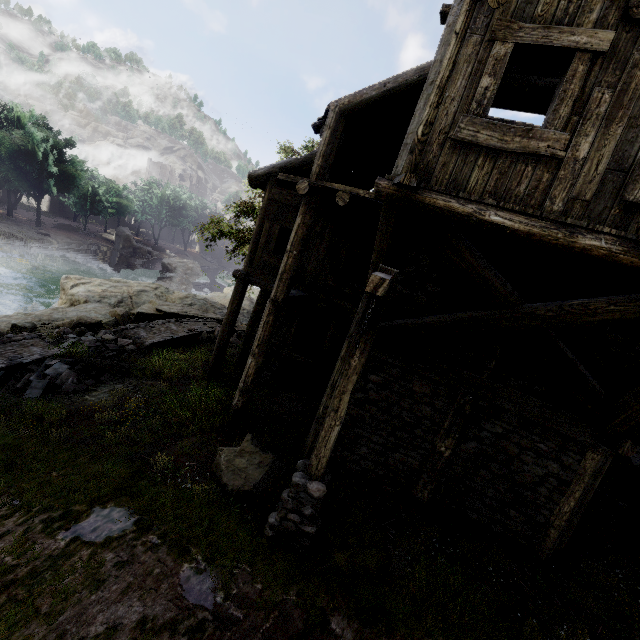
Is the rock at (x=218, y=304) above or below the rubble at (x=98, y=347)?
below

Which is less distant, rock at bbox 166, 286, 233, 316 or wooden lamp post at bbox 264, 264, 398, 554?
wooden lamp post at bbox 264, 264, 398, 554

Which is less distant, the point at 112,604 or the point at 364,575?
the point at 112,604

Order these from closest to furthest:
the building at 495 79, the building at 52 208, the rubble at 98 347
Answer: the building at 495 79, the rubble at 98 347, the building at 52 208

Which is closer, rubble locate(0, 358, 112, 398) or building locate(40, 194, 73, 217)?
rubble locate(0, 358, 112, 398)

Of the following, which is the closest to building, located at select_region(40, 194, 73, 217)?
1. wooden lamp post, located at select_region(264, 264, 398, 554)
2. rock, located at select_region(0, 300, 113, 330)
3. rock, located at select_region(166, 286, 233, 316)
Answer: rock, located at select_region(166, 286, 233, 316)

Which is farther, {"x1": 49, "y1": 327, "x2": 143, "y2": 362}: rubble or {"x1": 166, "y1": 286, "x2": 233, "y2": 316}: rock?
{"x1": 166, "y1": 286, "x2": 233, "y2": 316}: rock

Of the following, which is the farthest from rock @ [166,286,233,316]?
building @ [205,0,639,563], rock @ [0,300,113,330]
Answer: rock @ [0,300,113,330]
